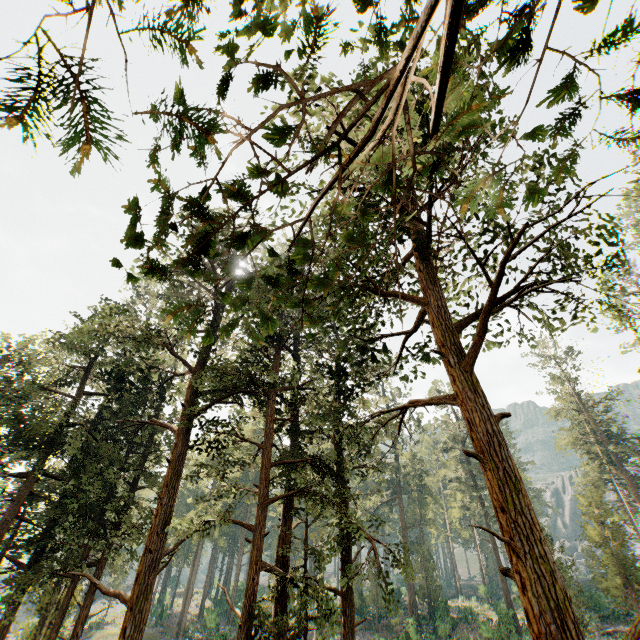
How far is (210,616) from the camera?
36.91m

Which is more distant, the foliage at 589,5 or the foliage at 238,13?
the foliage at 238,13

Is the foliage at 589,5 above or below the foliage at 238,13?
below

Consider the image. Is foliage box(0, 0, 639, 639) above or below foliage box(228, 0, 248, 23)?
below

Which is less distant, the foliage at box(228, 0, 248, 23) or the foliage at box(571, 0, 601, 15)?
the foliage at box(571, 0, 601, 15)
